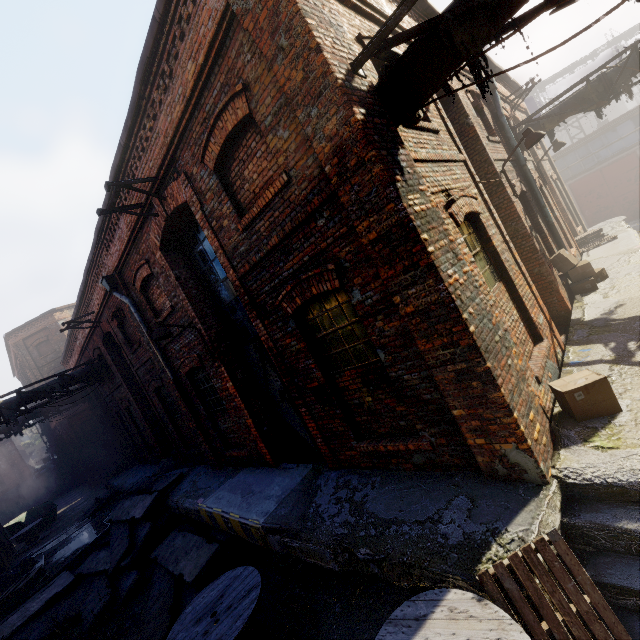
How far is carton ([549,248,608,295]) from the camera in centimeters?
814cm

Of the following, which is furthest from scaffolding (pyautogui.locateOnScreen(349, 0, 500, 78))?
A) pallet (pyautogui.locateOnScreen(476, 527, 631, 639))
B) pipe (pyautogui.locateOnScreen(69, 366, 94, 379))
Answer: pipe (pyautogui.locateOnScreen(69, 366, 94, 379))

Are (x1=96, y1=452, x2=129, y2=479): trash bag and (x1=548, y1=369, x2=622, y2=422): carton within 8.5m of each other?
no

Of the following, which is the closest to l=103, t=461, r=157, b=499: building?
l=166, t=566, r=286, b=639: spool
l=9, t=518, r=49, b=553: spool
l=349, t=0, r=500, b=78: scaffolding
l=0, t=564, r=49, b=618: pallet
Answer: l=166, t=566, r=286, b=639: spool

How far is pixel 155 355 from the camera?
9.55m

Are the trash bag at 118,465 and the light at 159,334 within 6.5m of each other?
no

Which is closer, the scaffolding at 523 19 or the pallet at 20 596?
the scaffolding at 523 19

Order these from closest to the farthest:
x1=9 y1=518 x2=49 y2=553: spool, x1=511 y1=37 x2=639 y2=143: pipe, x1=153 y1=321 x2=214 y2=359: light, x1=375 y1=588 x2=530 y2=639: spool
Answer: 1. x1=375 y1=588 x2=530 y2=639: spool
2. x1=153 y1=321 x2=214 y2=359: light
3. x1=511 y1=37 x2=639 y2=143: pipe
4. x1=9 y1=518 x2=49 y2=553: spool
